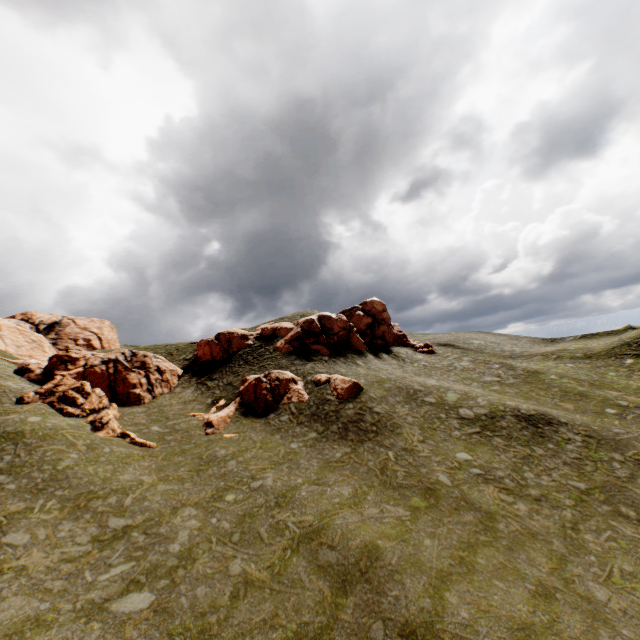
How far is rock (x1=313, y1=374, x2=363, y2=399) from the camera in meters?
29.6

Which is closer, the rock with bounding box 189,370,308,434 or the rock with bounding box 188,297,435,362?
the rock with bounding box 189,370,308,434

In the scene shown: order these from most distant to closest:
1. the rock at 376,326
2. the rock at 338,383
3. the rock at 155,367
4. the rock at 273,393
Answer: the rock at 376,326 → the rock at 338,383 → the rock at 273,393 → the rock at 155,367

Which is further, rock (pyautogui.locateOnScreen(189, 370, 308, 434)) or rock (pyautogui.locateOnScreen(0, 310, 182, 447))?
rock (pyautogui.locateOnScreen(189, 370, 308, 434))

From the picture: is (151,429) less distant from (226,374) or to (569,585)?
(226,374)

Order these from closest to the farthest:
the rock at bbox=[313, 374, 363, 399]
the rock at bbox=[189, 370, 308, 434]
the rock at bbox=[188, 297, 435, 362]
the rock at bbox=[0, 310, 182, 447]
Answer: the rock at bbox=[0, 310, 182, 447], the rock at bbox=[189, 370, 308, 434], the rock at bbox=[313, 374, 363, 399], the rock at bbox=[188, 297, 435, 362]

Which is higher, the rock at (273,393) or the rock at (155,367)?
the rock at (155,367)
